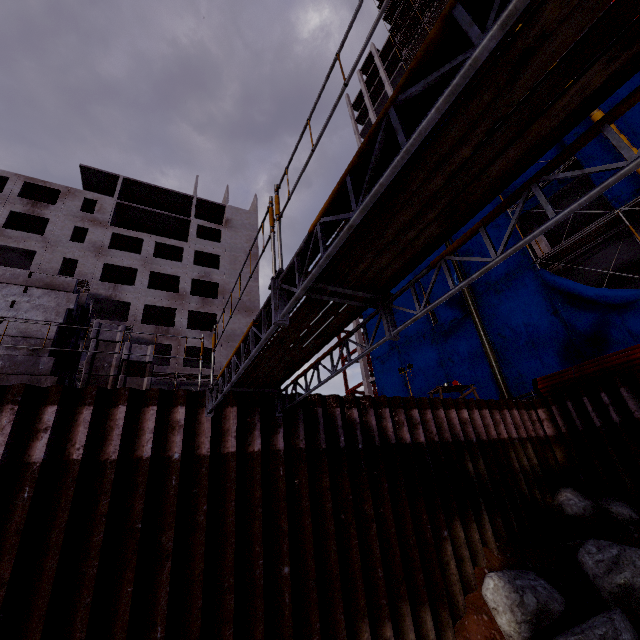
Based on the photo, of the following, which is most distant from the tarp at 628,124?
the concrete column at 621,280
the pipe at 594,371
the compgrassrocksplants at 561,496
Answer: the compgrassrocksplants at 561,496

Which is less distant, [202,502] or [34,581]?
[34,581]

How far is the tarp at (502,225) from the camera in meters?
19.9

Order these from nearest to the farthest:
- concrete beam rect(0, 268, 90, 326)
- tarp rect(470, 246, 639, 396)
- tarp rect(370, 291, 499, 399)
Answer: concrete beam rect(0, 268, 90, 326), tarp rect(470, 246, 639, 396), tarp rect(370, 291, 499, 399)

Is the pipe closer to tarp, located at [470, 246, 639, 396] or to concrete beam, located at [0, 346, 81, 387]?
tarp, located at [470, 246, 639, 396]

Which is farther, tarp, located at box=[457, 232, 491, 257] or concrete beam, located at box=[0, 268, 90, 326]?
tarp, located at box=[457, 232, 491, 257]

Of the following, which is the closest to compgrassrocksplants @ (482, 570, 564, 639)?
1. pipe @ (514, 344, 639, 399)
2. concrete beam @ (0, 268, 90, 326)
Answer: pipe @ (514, 344, 639, 399)
